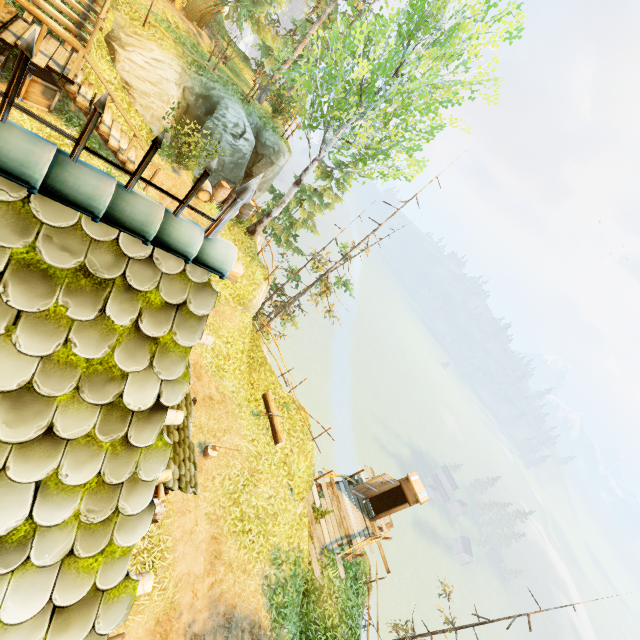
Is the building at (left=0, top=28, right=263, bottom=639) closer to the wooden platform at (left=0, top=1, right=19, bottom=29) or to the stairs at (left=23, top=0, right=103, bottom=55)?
the wooden platform at (left=0, top=1, right=19, bottom=29)

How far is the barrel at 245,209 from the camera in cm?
1545

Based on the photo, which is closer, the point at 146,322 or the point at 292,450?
the point at 146,322

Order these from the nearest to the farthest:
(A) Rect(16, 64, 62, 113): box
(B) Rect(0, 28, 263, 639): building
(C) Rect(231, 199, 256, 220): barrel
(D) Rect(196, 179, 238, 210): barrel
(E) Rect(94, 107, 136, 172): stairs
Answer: (B) Rect(0, 28, 263, 639): building, (A) Rect(16, 64, 62, 113): box, (E) Rect(94, 107, 136, 172): stairs, (D) Rect(196, 179, 238, 210): barrel, (C) Rect(231, 199, 256, 220): barrel

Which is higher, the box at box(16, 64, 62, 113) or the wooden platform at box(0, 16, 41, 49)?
the wooden platform at box(0, 16, 41, 49)

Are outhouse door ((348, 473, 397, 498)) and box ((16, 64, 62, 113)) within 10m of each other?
no

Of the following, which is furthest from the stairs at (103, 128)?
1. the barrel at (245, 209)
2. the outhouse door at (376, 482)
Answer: the outhouse door at (376, 482)

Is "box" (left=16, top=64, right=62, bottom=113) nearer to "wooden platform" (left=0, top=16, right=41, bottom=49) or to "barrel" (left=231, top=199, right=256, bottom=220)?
"wooden platform" (left=0, top=16, right=41, bottom=49)
